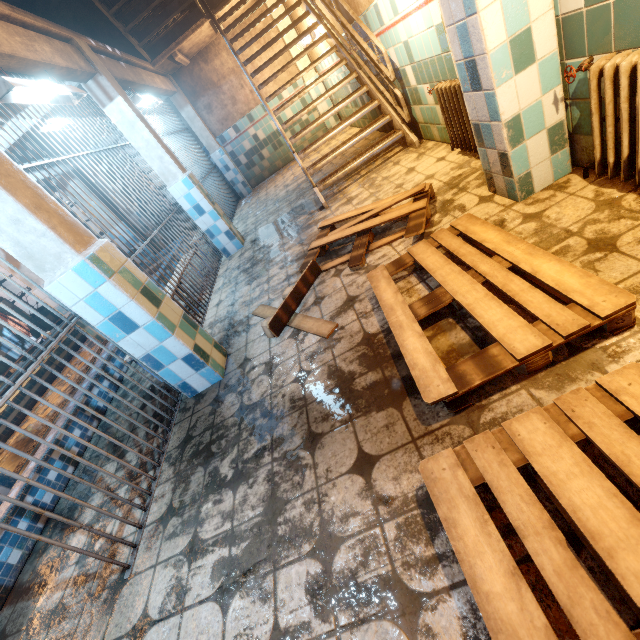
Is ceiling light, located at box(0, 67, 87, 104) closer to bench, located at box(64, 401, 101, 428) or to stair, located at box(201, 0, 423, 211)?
stair, located at box(201, 0, 423, 211)

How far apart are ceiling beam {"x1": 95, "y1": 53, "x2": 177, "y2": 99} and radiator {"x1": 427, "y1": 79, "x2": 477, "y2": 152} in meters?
4.0

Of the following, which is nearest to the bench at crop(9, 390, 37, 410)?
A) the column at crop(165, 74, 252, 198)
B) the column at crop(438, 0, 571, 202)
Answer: the column at crop(165, 74, 252, 198)

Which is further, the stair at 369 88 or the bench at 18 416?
the bench at 18 416

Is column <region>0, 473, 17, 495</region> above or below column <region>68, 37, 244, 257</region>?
below

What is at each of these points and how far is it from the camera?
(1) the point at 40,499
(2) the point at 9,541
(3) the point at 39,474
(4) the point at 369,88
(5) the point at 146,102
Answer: (1) bench, 2.55m
(2) bench, 2.27m
(3) bench, 2.63m
(4) stair, 4.42m
(5) ceiling light, 5.49m

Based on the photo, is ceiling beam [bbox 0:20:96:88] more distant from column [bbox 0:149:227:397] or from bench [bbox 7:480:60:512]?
bench [bbox 7:480:60:512]

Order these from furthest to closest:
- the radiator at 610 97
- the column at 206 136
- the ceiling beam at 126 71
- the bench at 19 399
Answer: the column at 206 136 → the bench at 19 399 → the ceiling beam at 126 71 → the radiator at 610 97
